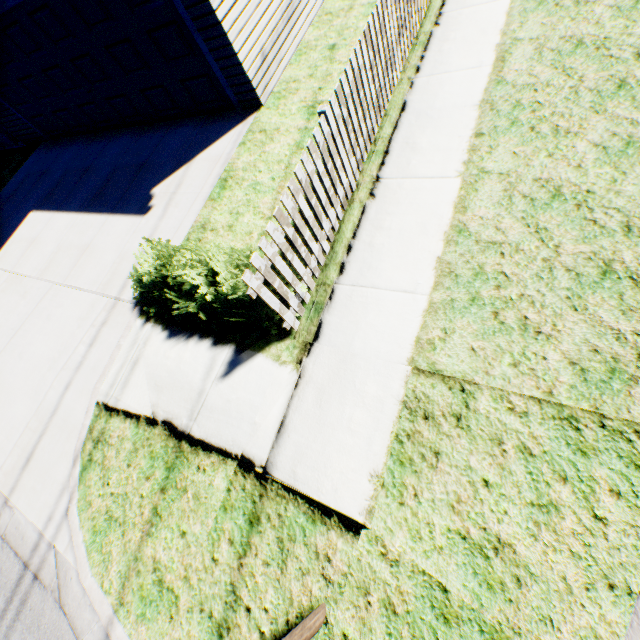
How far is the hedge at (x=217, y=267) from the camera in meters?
4.0

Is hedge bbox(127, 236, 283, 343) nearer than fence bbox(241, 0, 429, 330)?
No

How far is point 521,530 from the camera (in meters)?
2.48

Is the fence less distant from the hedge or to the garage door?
the hedge

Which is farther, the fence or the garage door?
the garage door

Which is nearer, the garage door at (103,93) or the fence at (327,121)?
the fence at (327,121)

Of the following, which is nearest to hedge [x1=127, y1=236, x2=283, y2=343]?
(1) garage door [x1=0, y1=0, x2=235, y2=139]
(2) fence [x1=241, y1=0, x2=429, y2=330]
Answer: (2) fence [x1=241, y1=0, x2=429, y2=330]
